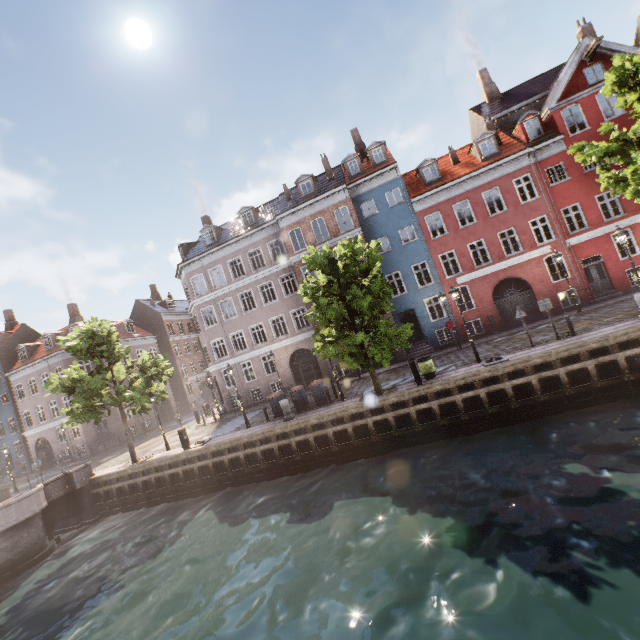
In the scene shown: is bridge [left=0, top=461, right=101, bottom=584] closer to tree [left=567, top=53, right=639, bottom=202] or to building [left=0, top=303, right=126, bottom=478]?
tree [left=567, top=53, right=639, bottom=202]

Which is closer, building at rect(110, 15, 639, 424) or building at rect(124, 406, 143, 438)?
building at rect(110, 15, 639, 424)

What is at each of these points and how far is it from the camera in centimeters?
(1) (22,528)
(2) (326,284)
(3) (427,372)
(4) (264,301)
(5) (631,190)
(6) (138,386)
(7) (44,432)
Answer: (1) bridge, 1598cm
(2) tree, 1531cm
(3) trash bin, 1540cm
(4) building, 2702cm
(5) tree, 1266cm
(6) tree, 1917cm
(7) building, 3319cm

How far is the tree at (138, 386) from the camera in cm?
1841

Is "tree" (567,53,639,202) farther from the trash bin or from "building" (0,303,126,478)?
"building" (0,303,126,478)

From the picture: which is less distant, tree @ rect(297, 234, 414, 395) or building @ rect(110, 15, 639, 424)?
tree @ rect(297, 234, 414, 395)

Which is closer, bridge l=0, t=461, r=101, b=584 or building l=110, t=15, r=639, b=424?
bridge l=0, t=461, r=101, b=584

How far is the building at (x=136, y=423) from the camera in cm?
3424
